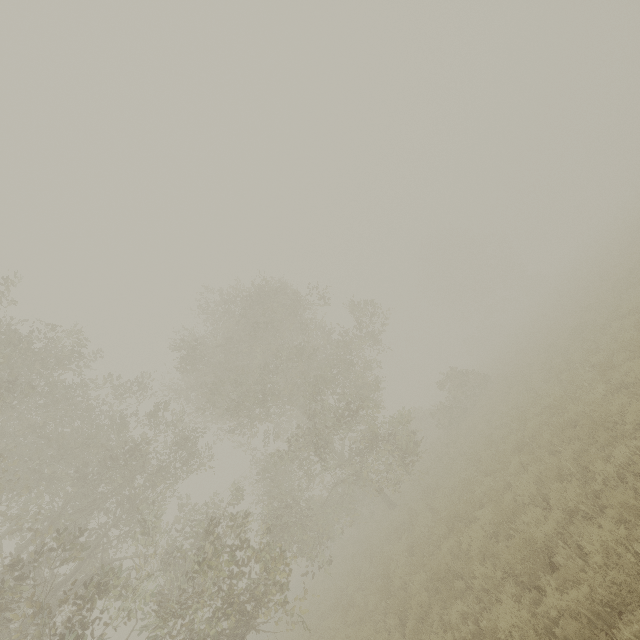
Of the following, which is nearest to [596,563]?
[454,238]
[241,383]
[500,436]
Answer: [500,436]
